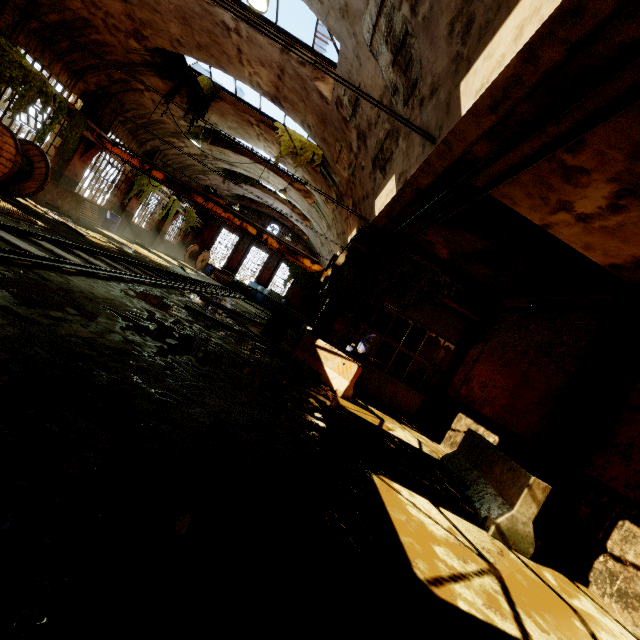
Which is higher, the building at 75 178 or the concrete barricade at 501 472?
the building at 75 178

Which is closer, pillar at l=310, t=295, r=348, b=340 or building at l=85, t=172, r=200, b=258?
pillar at l=310, t=295, r=348, b=340

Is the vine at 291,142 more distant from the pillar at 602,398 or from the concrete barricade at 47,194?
the pillar at 602,398

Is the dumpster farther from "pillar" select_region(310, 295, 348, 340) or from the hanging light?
the hanging light

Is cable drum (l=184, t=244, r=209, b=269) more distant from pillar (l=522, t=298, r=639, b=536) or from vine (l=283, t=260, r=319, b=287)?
pillar (l=522, t=298, r=639, b=536)

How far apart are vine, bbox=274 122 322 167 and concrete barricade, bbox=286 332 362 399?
8.2m

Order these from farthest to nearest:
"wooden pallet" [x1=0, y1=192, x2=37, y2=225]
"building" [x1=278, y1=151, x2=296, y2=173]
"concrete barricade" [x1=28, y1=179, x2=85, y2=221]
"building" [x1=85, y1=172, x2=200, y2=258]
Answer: "building" [x1=85, y1=172, x2=200, y2=258] < "building" [x1=278, y1=151, x2=296, y2=173] < "concrete barricade" [x1=28, y1=179, x2=85, y2=221] < "wooden pallet" [x1=0, y1=192, x2=37, y2=225]

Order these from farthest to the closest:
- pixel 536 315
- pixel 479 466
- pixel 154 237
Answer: pixel 154 237
pixel 536 315
pixel 479 466
